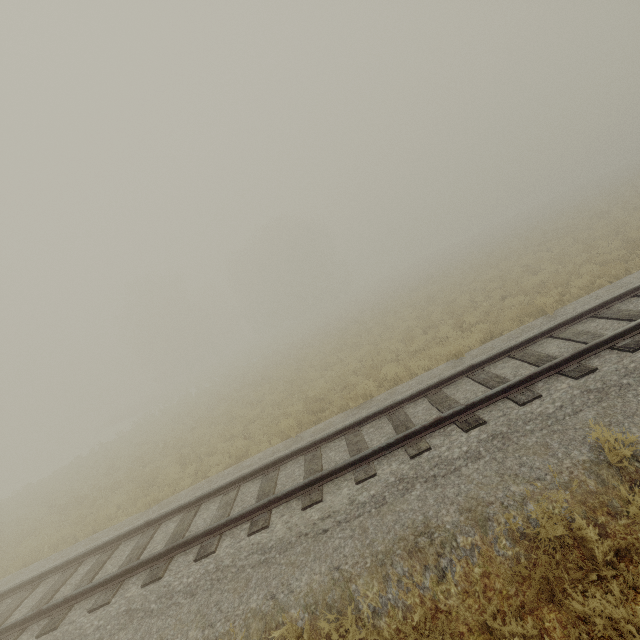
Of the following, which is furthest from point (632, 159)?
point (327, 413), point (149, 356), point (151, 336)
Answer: point (149, 356)
